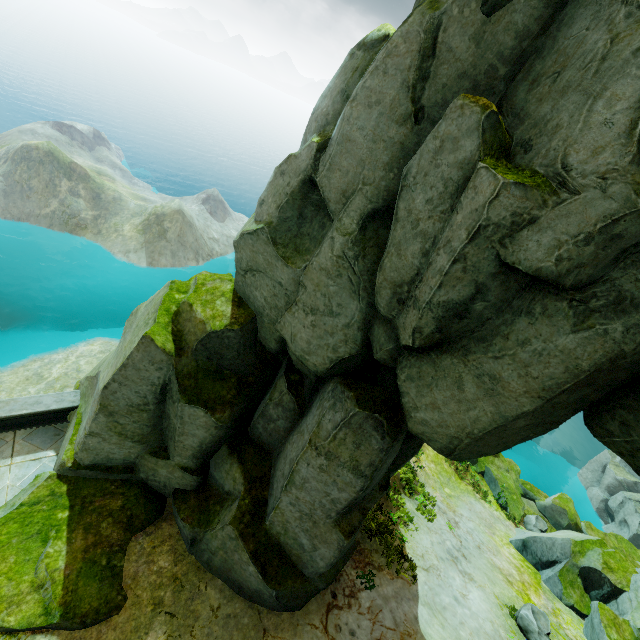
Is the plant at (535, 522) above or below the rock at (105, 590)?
below

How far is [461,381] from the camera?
5.26m

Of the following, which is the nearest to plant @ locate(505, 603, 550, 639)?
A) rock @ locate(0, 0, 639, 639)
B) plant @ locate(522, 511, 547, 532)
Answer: rock @ locate(0, 0, 639, 639)

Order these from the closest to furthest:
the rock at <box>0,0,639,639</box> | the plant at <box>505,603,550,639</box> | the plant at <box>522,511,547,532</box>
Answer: the rock at <box>0,0,639,639</box>
the plant at <box>505,603,550,639</box>
the plant at <box>522,511,547,532</box>

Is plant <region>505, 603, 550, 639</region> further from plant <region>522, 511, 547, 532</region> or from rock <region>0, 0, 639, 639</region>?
plant <region>522, 511, 547, 532</region>

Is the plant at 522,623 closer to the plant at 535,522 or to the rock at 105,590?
the rock at 105,590

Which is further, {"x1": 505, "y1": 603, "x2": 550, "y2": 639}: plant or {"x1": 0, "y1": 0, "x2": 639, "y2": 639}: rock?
{"x1": 505, "y1": 603, "x2": 550, "y2": 639}: plant
